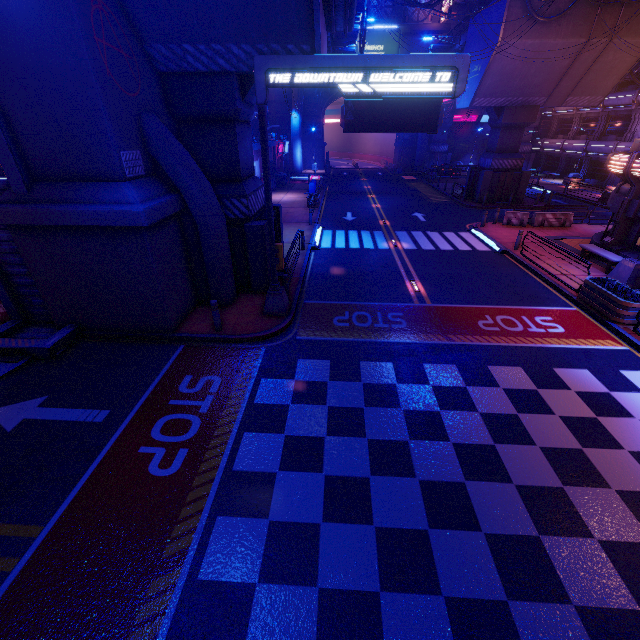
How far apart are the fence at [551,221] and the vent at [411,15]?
43.34m

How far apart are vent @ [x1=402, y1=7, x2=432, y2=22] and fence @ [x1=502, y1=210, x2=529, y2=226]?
42.9 meters

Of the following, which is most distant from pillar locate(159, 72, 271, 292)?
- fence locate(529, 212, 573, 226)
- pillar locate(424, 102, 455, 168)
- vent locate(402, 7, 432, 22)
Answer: vent locate(402, 7, 432, 22)

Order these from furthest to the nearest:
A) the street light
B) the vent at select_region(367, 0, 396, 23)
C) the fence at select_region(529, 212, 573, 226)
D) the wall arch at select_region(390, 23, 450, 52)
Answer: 1. the vent at select_region(367, 0, 396, 23)
2. the wall arch at select_region(390, 23, 450, 52)
3. the fence at select_region(529, 212, 573, 226)
4. the street light

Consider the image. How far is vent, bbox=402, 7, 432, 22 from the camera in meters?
46.0

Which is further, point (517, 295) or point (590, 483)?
point (517, 295)

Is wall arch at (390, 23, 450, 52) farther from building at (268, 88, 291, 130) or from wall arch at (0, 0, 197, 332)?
wall arch at (0, 0, 197, 332)

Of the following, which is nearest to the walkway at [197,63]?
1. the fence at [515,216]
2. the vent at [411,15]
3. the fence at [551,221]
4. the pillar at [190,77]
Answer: the pillar at [190,77]
